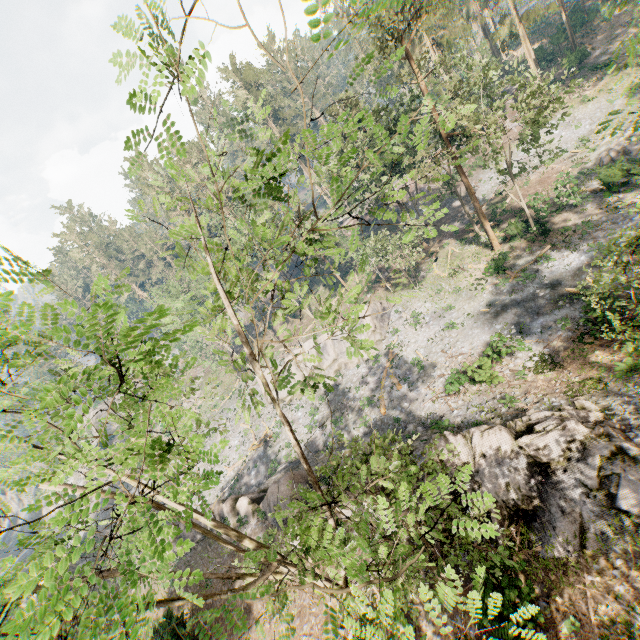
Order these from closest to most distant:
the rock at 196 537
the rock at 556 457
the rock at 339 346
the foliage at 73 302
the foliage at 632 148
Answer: the foliage at 73 302, the foliage at 632 148, the rock at 556 457, the rock at 196 537, the rock at 339 346

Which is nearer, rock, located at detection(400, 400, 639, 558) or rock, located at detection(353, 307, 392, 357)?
rock, located at detection(400, 400, 639, 558)

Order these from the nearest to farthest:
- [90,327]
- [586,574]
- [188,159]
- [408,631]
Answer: [90,327] → [408,631] → [586,574] → [188,159]

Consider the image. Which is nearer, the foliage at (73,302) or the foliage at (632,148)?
the foliage at (73,302)

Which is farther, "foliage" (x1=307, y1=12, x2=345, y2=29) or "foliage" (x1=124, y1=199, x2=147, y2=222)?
"foliage" (x1=124, y1=199, x2=147, y2=222)

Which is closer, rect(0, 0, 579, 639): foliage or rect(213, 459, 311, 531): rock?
rect(0, 0, 579, 639): foliage

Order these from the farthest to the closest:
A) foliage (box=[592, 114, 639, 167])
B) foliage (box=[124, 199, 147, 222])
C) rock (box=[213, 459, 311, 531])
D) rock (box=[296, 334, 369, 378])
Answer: rock (box=[296, 334, 369, 378]), rock (box=[213, 459, 311, 531]), foliage (box=[592, 114, 639, 167]), foliage (box=[124, 199, 147, 222])
